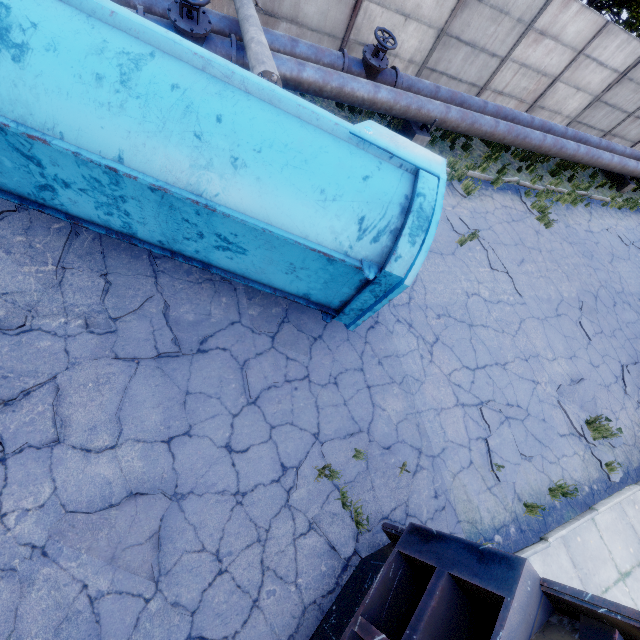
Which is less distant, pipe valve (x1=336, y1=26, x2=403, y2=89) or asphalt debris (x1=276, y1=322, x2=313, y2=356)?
asphalt debris (x1=276, y1=322, x2=313, y2=356)

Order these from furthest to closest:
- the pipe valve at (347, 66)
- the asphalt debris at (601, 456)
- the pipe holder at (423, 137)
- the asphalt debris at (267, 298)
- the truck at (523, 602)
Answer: the pipe holder at (423, 137)
the pipe valve at (347, 66)
the asphalt debris at (601, 456)
the asphalt debris at (267, 298)
the truck at (523, 602)

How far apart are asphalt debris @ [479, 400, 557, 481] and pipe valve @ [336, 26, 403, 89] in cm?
828

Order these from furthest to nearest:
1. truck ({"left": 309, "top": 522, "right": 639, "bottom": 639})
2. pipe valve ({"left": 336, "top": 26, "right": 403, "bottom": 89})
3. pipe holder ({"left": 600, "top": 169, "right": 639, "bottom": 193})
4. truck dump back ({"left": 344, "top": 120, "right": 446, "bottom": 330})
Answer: pipe holder ({"left": 600, "top": 169, "right": 639, "bottom": 193})
pipe valve ({"left": 336, "top": 26, "right": 403, "bottom": 89})
truck dump back ({"left": 344, "top": 120, "right": 446, "bottom": 330})
truck ({"left": 309, "top": 522, "right": 639, "bottom": 639})

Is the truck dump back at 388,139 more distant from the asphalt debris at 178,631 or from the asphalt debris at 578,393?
the asphalt debris at 578,393

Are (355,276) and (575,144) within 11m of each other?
no

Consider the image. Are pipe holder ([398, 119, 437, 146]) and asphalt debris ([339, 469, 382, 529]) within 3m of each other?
no

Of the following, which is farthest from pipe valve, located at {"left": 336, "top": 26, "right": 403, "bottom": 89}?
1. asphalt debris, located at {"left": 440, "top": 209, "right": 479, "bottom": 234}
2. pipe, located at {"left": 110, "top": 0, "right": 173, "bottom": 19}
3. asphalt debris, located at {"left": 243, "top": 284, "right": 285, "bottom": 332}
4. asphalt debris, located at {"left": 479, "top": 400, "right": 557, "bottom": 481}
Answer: asphalt debris, located at {"left": 479, "top": 400, "right": 557, "bottom": 481}
